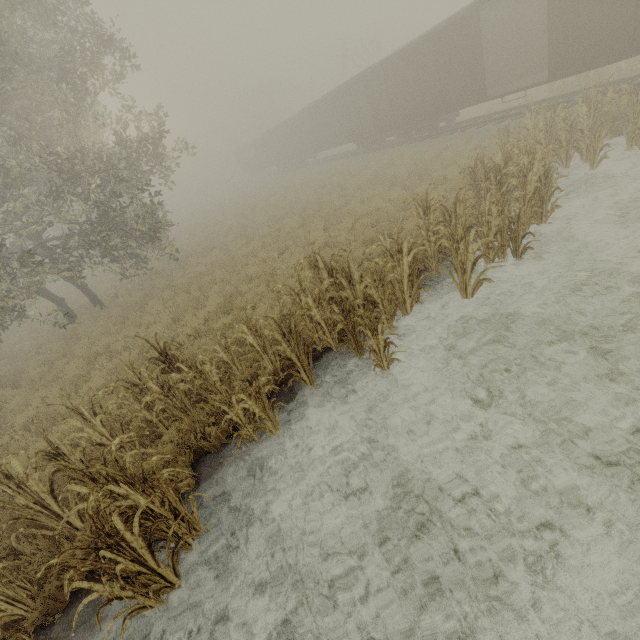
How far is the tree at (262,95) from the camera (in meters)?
57.03

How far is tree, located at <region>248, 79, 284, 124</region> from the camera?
57.0m

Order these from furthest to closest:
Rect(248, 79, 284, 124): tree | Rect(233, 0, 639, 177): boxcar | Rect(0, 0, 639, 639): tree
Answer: Rect(248, 79, 284, 124): tree
Rect(233, 0, 639, 177): boxcar
Rect(0, 0, 639, 639): tree

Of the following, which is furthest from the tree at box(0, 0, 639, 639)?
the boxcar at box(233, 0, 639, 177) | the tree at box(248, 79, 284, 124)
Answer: the tree at box(248, 79, 284, 124)

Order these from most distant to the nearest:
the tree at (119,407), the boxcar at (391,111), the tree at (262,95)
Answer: the tree at (262,95)
the boxcar at (391,111)
the tree at (119,407)

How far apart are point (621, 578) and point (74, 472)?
5.5 meters

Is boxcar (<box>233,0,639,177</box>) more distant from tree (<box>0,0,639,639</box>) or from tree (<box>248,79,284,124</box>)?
tree (<box>248,79,284,124</box>)
